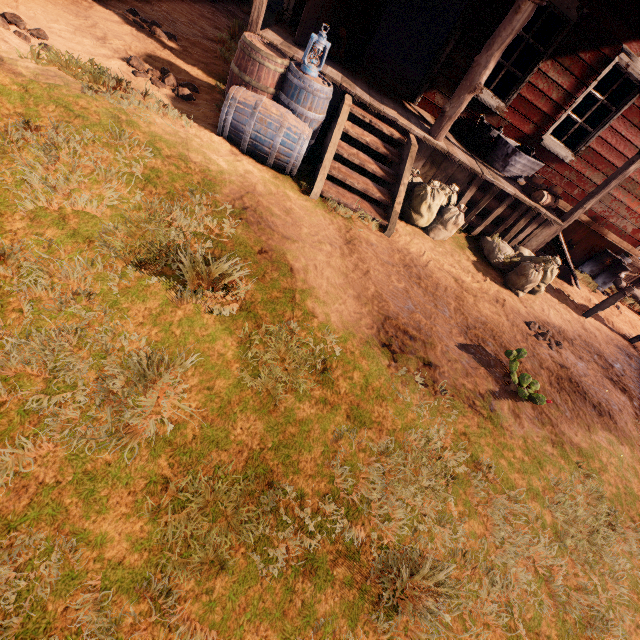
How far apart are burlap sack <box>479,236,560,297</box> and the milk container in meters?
4.7

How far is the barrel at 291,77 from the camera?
3.7 meters

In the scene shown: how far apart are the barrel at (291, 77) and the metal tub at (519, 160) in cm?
358

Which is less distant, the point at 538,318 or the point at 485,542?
the point at 485,542

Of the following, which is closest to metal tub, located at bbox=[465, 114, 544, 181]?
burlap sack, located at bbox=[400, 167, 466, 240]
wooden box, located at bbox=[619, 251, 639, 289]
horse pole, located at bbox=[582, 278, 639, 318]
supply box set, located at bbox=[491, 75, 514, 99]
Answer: burlap sack, located at bbox=[400, 167, 466, 240]

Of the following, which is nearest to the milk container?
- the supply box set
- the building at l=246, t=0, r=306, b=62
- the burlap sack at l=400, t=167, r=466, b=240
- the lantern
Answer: the building at l=246, t=0, r=306, b=62

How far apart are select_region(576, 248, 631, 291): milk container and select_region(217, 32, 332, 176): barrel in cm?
840

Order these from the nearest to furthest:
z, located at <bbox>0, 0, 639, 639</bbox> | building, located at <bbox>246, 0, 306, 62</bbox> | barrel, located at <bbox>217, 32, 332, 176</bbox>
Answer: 1. z, located at <bbox>0, 0, 639, 639</bbox>
2. barrel, located at <bbox>217, 32, 332, 176</bbox>
3. building, located at <bbox>246, 0, 306, 62</bbox>
